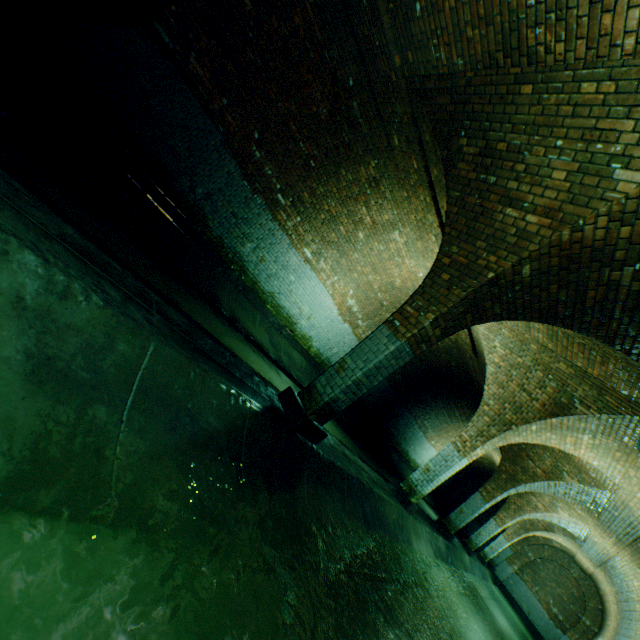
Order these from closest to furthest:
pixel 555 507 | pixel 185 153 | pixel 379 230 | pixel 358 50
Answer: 1. pixel 358 50
2. pixel 185 153
3. pixel 379 230
4. pixel 555 507

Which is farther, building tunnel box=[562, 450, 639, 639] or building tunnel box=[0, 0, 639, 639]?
building tunnel box=[562, 450, 639, 639]

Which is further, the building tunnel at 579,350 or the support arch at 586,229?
the building tunnel at 579,350

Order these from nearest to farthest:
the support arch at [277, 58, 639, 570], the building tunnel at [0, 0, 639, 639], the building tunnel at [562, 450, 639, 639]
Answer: the building tunnel at [0, 0, 639, 639]
the support arch at [277, 58, 639, 570]
the building tunnel at [562, 450, 639, 639]

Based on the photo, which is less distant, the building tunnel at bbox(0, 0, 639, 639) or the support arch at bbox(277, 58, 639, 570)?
Answer: the building tunnel at bbox(0, 0, 639, 639)

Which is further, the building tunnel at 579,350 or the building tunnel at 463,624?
the building tunnel at 579,350
